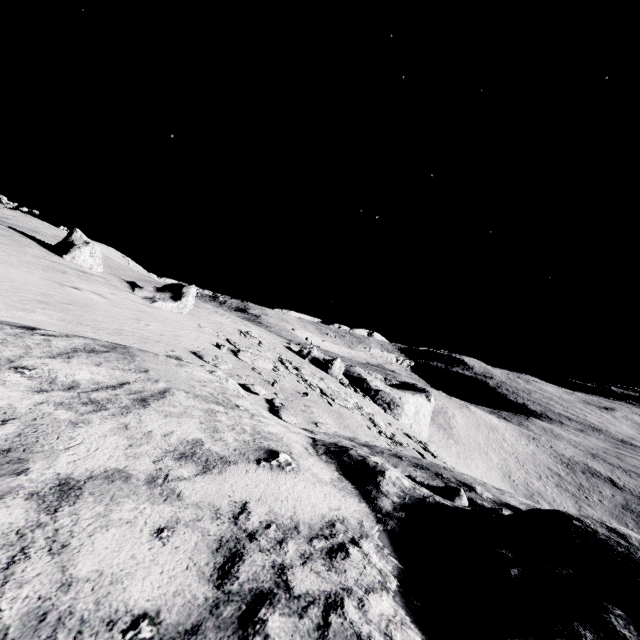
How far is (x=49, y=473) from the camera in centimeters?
444cm

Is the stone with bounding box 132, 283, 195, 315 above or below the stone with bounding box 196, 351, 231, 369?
above

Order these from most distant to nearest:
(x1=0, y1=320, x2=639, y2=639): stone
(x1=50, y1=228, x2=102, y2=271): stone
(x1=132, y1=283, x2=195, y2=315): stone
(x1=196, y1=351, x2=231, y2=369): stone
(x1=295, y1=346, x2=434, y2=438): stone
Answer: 1. (x1=295, y1=346, x2=434, y2=438): stone
2. (x1=132, y1=283, x2=195, y2=315): stone
3. (x1=50, y1=228, x2=102, y2=271): stone
4. (x1=196, y1=351, x2=231, y2=369): stone
5. (x1=0, y1=320, x2=639, y2=639): stone

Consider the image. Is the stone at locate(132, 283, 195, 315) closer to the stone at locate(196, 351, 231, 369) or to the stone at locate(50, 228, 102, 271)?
the stone at locate(50, 228, 102, 271)

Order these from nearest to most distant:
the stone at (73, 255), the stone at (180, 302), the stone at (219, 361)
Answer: the stone at (219, 361) → the stone at (73, 255) → the stone at (180, 302)

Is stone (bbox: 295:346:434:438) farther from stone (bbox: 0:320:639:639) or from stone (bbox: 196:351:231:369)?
stone (bbox: 196:351:231:369)

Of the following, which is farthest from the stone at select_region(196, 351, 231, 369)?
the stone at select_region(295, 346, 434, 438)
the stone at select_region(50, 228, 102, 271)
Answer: the stone at select_region(295, 346, 434, 438)

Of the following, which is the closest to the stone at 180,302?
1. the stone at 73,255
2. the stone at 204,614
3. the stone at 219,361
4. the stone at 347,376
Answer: the stone at 73,255
